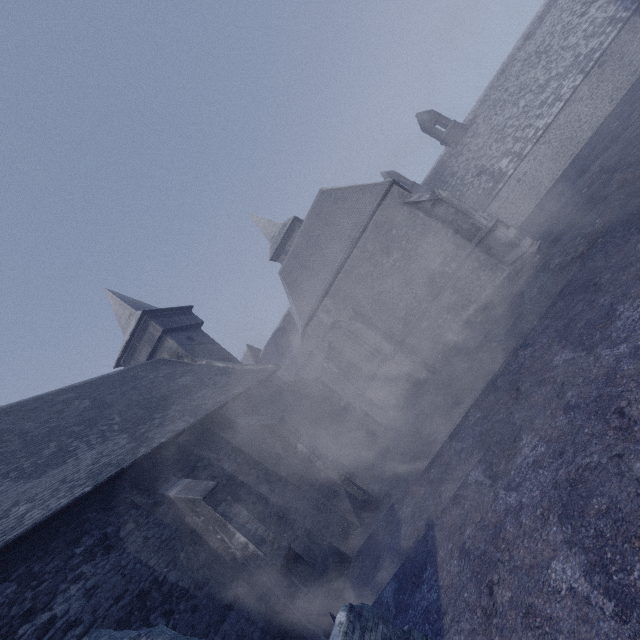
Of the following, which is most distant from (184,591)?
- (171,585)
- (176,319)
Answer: (176,319)
